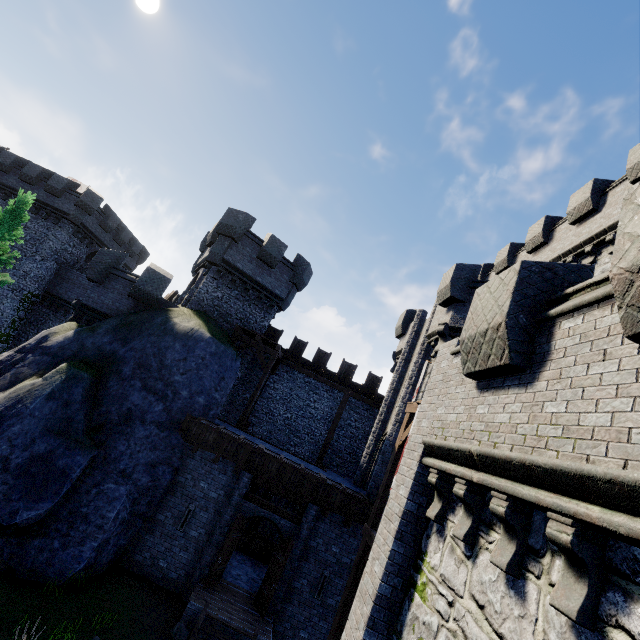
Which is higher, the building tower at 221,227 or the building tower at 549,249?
the building tower at 549,249

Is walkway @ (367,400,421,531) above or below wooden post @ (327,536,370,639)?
above

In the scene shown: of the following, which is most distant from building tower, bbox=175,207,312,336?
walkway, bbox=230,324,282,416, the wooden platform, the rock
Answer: the rock

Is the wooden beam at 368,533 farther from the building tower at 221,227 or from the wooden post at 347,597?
the building tower at 221,227

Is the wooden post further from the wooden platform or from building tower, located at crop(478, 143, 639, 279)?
building tower, located at crop(478, 143, 639, 279)

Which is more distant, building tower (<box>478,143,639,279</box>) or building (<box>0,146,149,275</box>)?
building (<box>0,146,149,275</box>)

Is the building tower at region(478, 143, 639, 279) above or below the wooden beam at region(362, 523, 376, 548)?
Answer: above

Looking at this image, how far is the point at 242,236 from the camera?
20.0m
